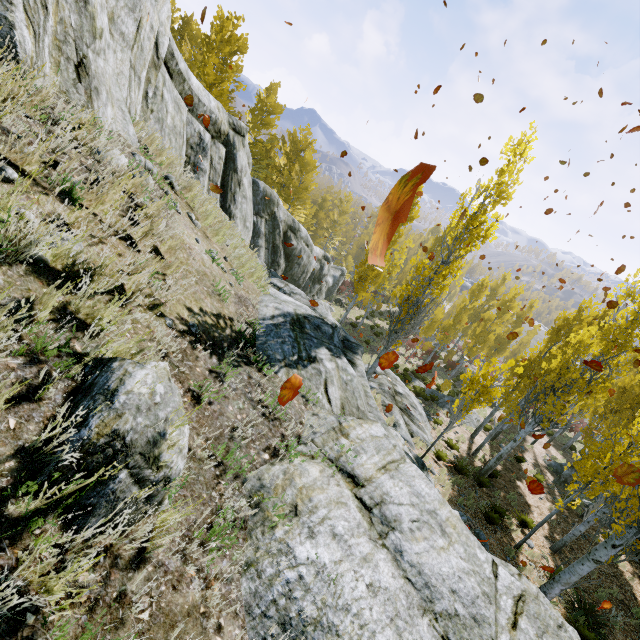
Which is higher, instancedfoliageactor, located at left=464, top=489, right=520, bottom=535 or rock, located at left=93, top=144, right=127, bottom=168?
rock, located at left=93, top=144, right=127, bottom=168

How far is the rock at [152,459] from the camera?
1.60m

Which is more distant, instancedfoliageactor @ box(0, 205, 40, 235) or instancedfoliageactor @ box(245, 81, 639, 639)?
instancedfoliageactor @ box(245, 81, 639, 639)

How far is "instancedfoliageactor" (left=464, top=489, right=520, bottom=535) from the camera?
11.25m

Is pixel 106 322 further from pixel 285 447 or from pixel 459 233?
pixel 459 233

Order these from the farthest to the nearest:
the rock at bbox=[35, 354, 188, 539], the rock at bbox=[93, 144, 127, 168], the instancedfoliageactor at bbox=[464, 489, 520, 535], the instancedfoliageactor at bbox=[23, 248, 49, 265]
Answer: the instancedfoliageactor at bbox=[464, 489, 520, 535] < the rock at bbox=[93, 144, 127, 168] < the instancedfoliageactor at bbox=[23, 248, 49, 265] < the rock at bbox=[35, 354, 188, 539]

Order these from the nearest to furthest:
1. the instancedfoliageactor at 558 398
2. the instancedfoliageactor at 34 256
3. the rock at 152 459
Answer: the rock at 152 459
the instancedfoliageactor at 34 256
the instancedfoliageactor at 558 398
